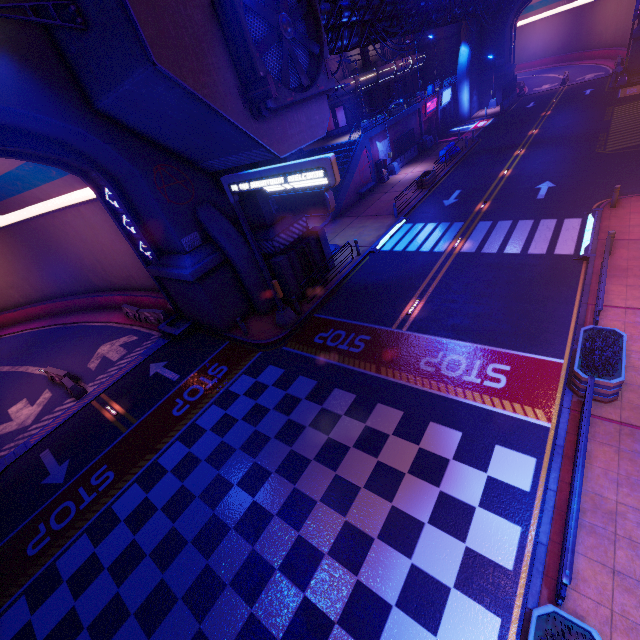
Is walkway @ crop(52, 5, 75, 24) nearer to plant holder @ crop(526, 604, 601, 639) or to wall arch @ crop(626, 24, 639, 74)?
wall arch @ crop(626, 24, 639, 74)

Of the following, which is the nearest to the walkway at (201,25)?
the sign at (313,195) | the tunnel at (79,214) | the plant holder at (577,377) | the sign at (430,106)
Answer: the sign at (313,195)

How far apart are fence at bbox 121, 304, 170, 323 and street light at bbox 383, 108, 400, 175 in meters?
24.9

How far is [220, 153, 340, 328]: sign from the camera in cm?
964

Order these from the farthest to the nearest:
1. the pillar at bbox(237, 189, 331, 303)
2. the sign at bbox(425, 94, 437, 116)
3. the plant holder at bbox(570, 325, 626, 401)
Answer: the sign at bbox(425, 94, 437, 116)
the pillar at bbox(237, 189, 331, 303)
the plant holder at bbox(570, 325, 626, 401)

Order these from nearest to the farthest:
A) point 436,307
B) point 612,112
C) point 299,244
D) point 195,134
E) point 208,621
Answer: point 208,621
point 195,134
point 436,307
point 299,244
point 612,112

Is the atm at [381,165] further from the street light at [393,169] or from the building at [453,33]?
the building at [453,33]

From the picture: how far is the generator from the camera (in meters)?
35.56
